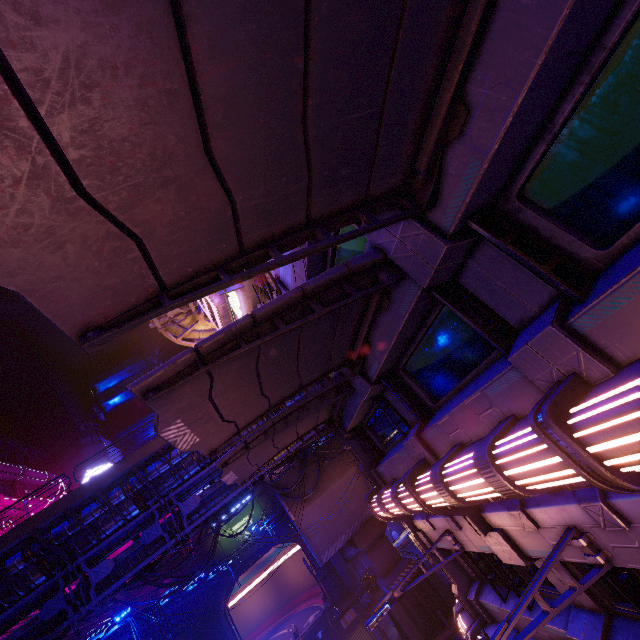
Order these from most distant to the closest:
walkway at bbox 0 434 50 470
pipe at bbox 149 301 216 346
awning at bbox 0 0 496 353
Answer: walkway at bbox 0 434 50 470 → pipe at bbox 149 301 216 346 → awning at bbox 0 0 496 353

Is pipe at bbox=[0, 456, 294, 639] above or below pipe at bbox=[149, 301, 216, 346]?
below

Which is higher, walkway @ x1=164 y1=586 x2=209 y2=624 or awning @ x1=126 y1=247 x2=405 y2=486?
awning @ x1=126 y1=247 x2=405 y2=486

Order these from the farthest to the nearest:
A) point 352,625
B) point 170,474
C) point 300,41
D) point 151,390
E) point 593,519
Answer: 1. point 352,625
2. point 170,474
3. point 593,519
4. point 151,390
5. point 300,41

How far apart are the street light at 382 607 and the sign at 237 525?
46.4 meters

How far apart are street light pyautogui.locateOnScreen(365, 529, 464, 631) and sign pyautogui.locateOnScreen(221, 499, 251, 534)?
46.40m

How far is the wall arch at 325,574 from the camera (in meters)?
→ 44.09

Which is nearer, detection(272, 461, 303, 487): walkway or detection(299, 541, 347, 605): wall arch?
detection(272, 461, 303, 487): walkway
